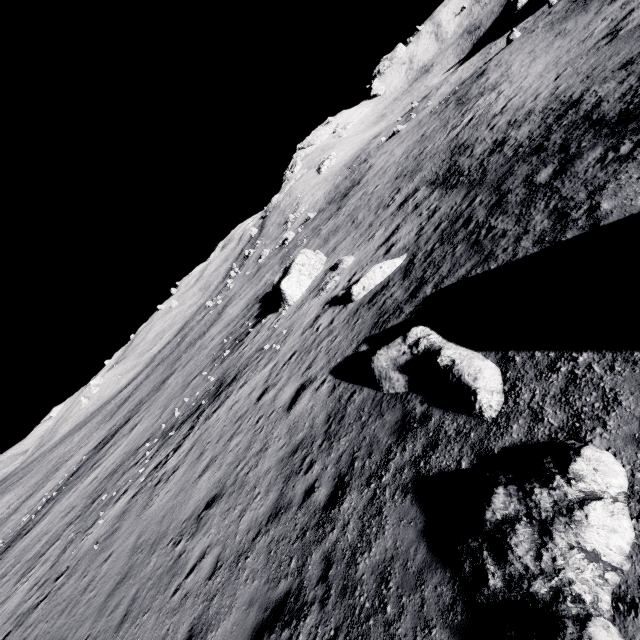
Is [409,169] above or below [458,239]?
below

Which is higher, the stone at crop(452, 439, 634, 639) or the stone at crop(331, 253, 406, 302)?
the stone at crop(452, 439, 634, 639)

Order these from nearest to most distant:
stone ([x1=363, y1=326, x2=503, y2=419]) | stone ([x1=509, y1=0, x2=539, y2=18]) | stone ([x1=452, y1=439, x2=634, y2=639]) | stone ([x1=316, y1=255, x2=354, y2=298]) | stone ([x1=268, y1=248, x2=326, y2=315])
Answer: stone ([x1=452, y1=439, x2=634, y2=639]) < stone ([x1=363, y1=326, x2=503, y2=419]) < stone ([x1=316, y1=255, x2=354, y2=298]) < stone ([x1=268, y1=248, x2=326, y2=315]) < stone ([x1=509, y1=0, x2=539, y2=18])

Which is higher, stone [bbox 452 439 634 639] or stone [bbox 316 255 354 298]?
stone [bbox 452 439 634 639]

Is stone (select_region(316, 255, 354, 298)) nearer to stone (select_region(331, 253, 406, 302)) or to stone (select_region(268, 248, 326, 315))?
stone (select_region(331, 253, 406, 302))

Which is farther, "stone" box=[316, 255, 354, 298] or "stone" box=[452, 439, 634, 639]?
"stone" box=[316, 255, 354, 298]

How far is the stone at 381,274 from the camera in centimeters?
1489cm

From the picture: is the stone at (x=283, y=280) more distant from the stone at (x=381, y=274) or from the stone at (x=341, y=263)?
the stone at (x=381, y=274)
